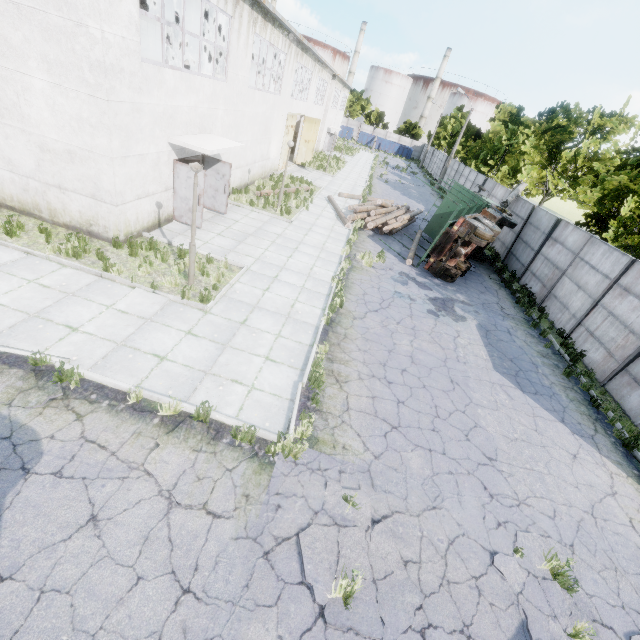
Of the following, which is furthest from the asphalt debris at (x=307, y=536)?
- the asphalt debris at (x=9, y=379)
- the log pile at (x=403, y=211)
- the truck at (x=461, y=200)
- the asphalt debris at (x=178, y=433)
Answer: the log pile at (x=403, y=211)

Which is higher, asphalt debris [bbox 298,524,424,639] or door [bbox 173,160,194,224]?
door [bbox 173,160,194,224]

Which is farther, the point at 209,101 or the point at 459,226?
the point at 459,226

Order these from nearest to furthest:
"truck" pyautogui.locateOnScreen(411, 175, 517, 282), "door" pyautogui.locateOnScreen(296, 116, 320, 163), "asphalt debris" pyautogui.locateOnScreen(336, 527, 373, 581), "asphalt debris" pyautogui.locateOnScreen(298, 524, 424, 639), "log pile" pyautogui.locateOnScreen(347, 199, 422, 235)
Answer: "asphalt debris" pyautogui.locateOnScreen(298, 524, 424, 639) → "asphalt debris" pyautogui.locateOnScreen(336, 527, 373, 581) → "truck" pyautogui.locateOnScreen(411, 175, 517, 282) → "log pile" pyautogui.locateOnScreen(347, 199, 422, 235) → "door" pyautogui.locateOnScreen(296, 116, 320, 163)

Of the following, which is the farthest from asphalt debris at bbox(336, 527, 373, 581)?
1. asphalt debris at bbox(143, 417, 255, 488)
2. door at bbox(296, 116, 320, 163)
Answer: door at bbox(296, 116, 320, 163)

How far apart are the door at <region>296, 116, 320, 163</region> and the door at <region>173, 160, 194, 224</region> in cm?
1983

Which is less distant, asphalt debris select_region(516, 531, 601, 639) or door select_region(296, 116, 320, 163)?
asphalt debris select_region(516, 531, 601, 639)

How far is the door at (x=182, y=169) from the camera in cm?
1153
